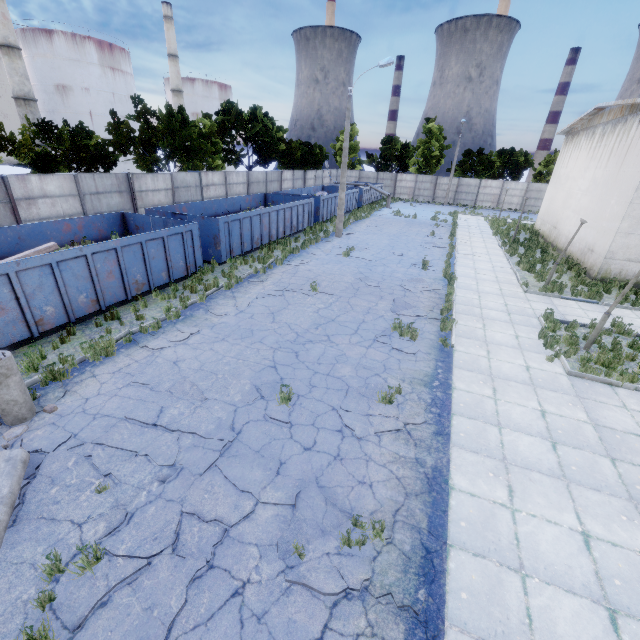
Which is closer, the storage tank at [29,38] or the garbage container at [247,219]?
the garbage container at [247,219]

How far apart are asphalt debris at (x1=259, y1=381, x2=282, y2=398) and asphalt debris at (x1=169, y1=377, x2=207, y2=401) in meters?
0.2

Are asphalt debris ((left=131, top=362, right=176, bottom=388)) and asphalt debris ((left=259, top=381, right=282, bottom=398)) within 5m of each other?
yes

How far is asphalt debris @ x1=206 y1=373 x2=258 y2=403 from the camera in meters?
7.3 m

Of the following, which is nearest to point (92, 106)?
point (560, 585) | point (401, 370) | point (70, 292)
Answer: point (70, 292)

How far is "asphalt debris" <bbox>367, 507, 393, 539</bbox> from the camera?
4.8 meters

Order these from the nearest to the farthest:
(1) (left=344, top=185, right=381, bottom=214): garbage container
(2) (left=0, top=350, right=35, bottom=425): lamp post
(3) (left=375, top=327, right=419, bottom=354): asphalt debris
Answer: (2) (left=0, top=350, right=35, bottom=425): lamp post
(3) (left=375, top=327, right=419, bottom=354): asphalt debris
(1) (left=344, top=185, right=381, bottom=214): garbage container

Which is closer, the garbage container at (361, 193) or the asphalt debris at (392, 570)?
the asphalt debris at (392, 570)
